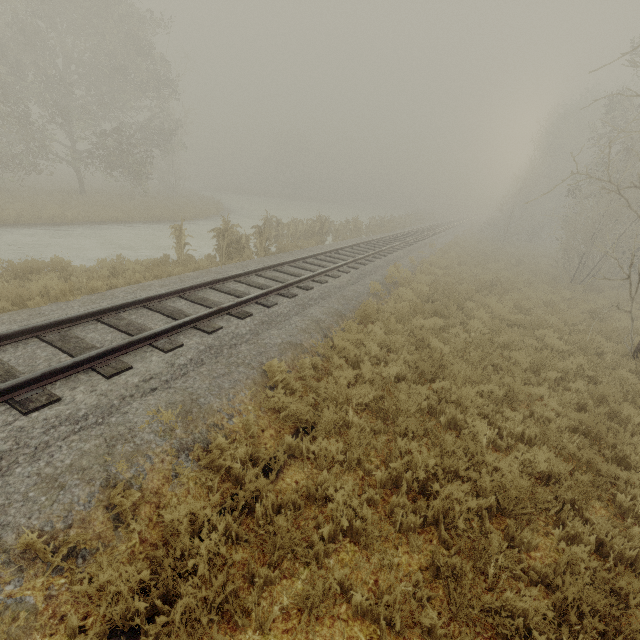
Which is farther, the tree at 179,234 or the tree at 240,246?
the tree at 240,246

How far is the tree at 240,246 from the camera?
13.2m

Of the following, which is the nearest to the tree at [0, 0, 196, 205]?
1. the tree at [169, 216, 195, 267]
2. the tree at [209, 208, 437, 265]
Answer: the tree at [209, 208, 437, 265]

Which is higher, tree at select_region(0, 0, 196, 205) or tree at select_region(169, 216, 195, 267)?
tree at select_region(0, 0, 196, 205)

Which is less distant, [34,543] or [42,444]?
[34,543]

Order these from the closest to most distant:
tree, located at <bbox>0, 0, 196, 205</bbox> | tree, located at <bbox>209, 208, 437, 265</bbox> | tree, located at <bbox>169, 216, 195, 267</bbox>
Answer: tree, located at <bbox>169, 216, 195, 267</bbox> → tree, located at <bbox>209, 208, 437, 265</bbox> → tree, located at <bbox>0, 0, 196, 205</bbox>

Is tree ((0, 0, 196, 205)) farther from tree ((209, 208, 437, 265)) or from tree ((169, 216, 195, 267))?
tree ((169, 216, 195, 267))

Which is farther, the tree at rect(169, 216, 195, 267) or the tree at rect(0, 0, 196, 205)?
the tree at rect(0, 0, 196, 205)
